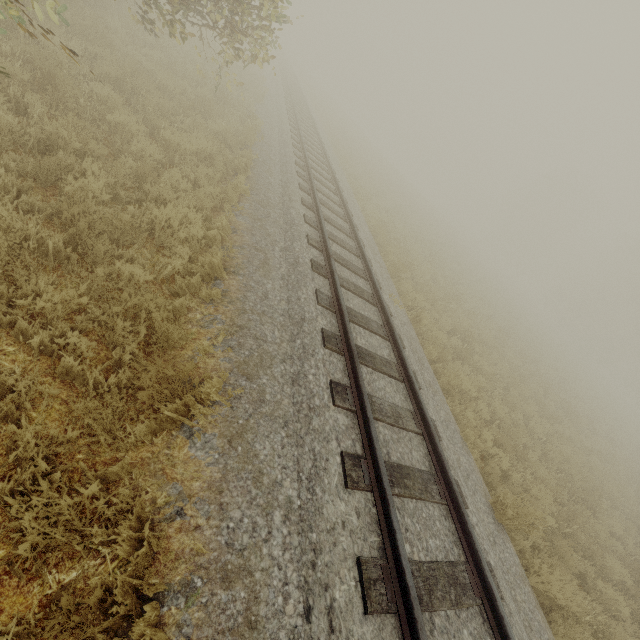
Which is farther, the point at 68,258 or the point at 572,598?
the point at 572,598
